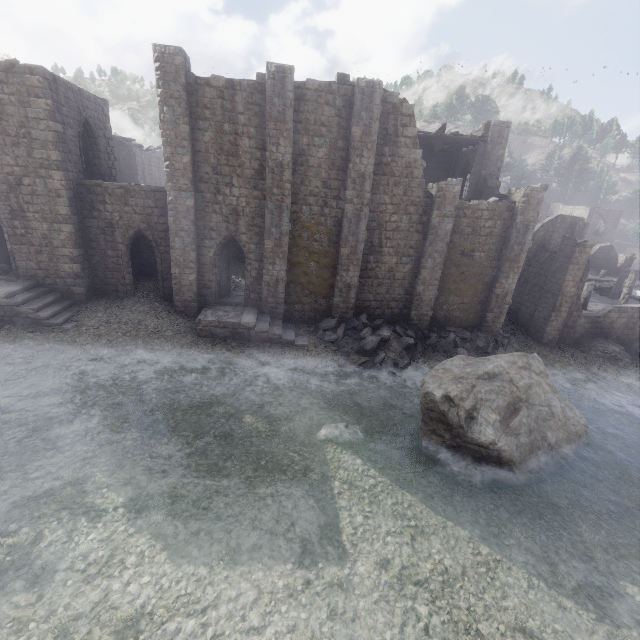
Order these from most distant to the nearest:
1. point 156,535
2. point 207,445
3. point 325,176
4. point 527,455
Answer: point 325,176 → point 527,455 → point 207,445 → point 156,535

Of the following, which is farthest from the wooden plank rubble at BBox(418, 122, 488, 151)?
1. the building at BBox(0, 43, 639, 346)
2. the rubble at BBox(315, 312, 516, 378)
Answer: the rubble at BBox(315, 312, 516, 378)

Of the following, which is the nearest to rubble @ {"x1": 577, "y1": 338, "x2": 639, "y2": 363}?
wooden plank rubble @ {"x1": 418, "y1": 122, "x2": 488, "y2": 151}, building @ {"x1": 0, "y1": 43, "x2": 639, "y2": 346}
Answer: building @ {"x1": 0, "y1": 43, "x2": 639, "y2": 346}

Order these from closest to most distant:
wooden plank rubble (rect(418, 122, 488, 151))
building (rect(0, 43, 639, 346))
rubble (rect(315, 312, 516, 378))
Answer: building (rect(0, 43, 639, 346)) < rubble (rect(315, 312, 516, 378)) < wooden plank rubble (rect(418, 122, 488, 151))

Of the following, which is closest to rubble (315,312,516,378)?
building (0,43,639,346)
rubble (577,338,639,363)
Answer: building (0,43,639,346)

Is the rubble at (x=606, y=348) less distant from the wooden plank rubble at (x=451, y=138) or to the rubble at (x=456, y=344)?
the rubble at (x=456, y=344)

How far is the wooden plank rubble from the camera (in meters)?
20.80

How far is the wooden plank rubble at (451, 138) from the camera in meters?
20.8 m
